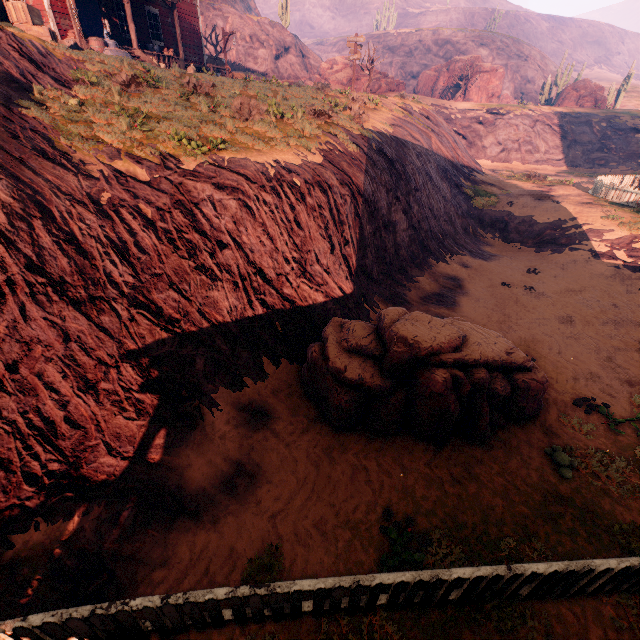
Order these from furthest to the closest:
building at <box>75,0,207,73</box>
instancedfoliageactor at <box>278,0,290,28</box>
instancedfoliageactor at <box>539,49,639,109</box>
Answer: instancedfoliageactor at <box>278,0,290,28</box>
instancedfoliageactor at <box>539,49,639,109</box>
building at <box>75,0,207,73</box>

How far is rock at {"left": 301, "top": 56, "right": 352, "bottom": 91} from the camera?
22.3m

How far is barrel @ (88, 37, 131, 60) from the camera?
13.4 meters

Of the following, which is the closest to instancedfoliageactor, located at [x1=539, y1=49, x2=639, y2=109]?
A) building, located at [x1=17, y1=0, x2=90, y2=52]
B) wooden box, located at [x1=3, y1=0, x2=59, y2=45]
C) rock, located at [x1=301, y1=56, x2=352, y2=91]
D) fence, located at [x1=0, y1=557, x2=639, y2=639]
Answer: rock, located at [x1=301, y1=56, x2=352, y2=91]

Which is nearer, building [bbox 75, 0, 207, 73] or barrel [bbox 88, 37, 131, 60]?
barrel [bbox 88, 37, 131, 60]

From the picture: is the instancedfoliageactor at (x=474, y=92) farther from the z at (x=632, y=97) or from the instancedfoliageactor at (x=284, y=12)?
the instancedfoliageactor at (x=284, y=12)

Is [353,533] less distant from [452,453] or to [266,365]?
[452,453]

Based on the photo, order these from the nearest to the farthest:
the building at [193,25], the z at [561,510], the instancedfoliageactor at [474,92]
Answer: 1. the z at [561,510]
2. the building at [193,25]
3. the instancedfoliageactor at [474,92]
